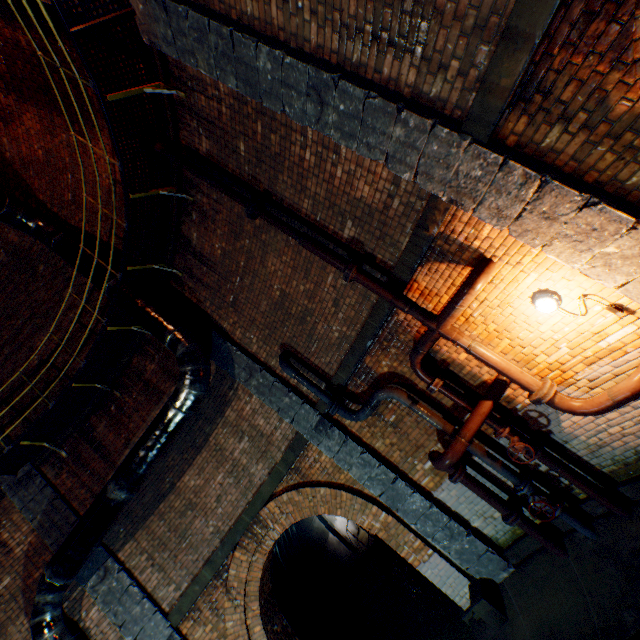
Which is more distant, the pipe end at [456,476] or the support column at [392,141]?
the pipe end at [456,476]

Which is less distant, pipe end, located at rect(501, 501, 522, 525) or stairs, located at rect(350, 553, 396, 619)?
pipe end, located at rect(501, 501, 522, 525)

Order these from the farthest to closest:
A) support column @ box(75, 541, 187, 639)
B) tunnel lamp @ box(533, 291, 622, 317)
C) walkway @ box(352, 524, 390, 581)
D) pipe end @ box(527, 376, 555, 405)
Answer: walkway @ box(352, 524, 390, 581)
support column @ box(75, 541, 187, 639)
pipe end @ box(527, 376, 555, 405)
tunnel lamp @ box(533, 291, 622, 317)

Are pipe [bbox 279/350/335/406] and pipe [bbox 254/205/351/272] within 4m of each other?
yes

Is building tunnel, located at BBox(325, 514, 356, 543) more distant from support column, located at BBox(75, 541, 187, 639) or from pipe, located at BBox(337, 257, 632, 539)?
pipe, located at BBox(337, 257, 632, 539)

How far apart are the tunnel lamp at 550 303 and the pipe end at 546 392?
0.9 meters

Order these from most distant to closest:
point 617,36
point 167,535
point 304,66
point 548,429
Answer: point 167,535
point 548,429
point 304,66
point 617,36

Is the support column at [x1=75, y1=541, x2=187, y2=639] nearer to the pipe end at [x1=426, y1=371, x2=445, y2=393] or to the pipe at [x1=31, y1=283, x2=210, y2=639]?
the pipe at [x1=31, y1=283, x2=210, y2=639]
